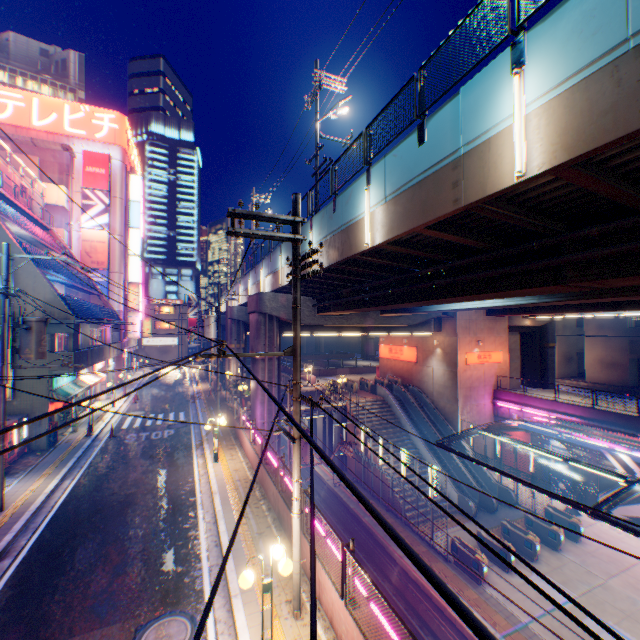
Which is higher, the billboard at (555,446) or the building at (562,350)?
the building at (562,350)

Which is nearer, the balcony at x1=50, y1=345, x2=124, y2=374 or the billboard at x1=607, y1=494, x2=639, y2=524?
the balcony at x1=50, y1=345, x2=124, y2=374

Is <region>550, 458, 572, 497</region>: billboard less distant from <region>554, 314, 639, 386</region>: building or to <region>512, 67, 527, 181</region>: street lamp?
<region>554, 314, 639, 386</region>: building

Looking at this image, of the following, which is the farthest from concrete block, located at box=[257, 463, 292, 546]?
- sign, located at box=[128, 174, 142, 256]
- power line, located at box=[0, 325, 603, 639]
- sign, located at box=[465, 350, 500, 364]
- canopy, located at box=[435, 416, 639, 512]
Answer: sign, located at box=[128, 174, 142, 256]

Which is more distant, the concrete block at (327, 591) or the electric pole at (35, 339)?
the electric pole at (35, 339)

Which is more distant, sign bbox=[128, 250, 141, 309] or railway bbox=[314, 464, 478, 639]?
sign bbox=[128, 250, 141, 309]

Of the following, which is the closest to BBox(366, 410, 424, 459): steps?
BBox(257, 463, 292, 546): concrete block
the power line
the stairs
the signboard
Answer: BBox(257, 463, 292, 546): concrete block

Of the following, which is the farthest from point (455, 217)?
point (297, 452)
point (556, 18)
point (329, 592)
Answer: point (329, 592)
